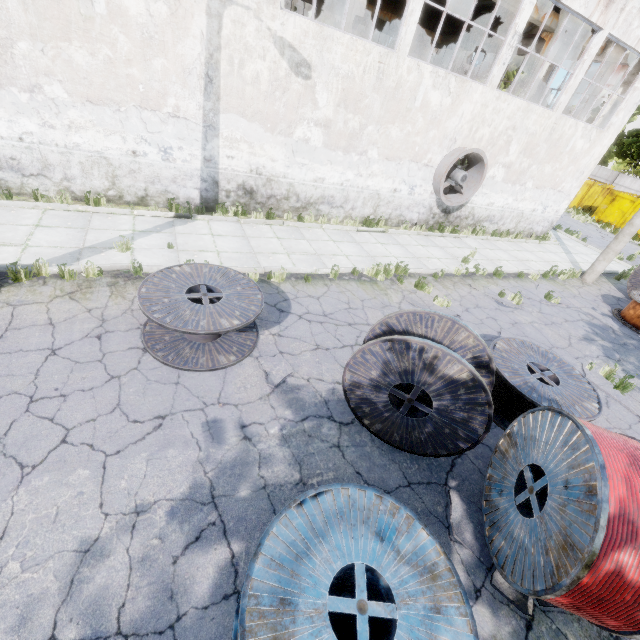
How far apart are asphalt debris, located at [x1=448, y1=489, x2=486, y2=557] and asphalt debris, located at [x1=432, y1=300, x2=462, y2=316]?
4.9m

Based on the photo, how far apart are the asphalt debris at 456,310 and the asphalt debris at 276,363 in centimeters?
436cm

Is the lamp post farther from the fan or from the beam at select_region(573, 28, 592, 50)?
the beam at select_region(573, 28, 592, 50)

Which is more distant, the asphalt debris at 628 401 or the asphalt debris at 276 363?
the asphalt debris at 628 401

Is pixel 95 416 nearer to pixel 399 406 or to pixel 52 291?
pixel 52 291

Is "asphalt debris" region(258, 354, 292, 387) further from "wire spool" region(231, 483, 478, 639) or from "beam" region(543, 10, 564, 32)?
"beam" region(543, 10, 564, 32)

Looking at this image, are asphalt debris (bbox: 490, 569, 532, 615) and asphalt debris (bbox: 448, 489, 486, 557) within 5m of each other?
yes

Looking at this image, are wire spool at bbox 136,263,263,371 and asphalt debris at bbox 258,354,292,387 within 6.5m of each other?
yes
